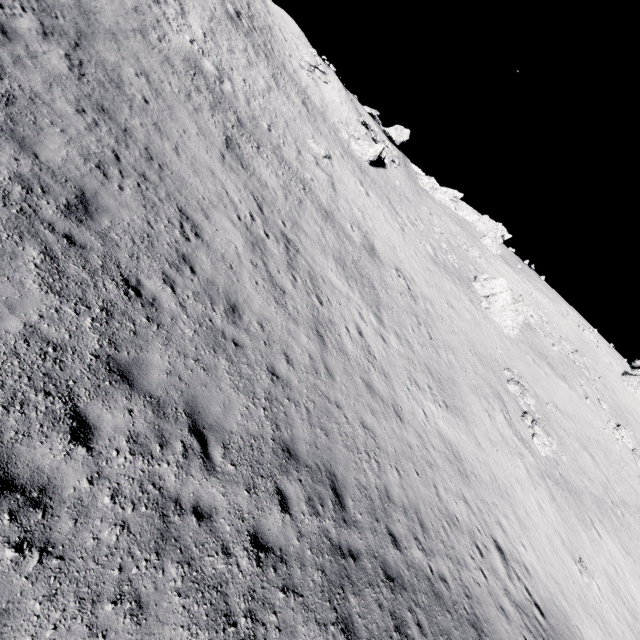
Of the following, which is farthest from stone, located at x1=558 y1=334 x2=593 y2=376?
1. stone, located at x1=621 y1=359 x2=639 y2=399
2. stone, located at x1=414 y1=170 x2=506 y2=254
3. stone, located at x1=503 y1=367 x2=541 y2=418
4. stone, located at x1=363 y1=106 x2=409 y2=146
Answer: stone, located at x1=363 y1=106 x2=409 y2=146

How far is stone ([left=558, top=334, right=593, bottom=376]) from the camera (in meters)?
36.18

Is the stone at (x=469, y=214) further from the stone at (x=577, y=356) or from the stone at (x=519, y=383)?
the stone at (x=519, y=383)

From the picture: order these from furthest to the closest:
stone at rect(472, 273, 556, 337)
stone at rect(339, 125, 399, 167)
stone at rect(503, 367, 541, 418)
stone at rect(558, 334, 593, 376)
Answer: stone at rect(558, 334, 593, 376) < stone at rect(339, 125, 399, 167) < stone at rect(472, 273, 556, 337) < stone at rect(503, 367, 541, 418)

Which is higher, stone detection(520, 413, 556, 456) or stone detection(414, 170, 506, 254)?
stone detection(414, 170, 506, 254)

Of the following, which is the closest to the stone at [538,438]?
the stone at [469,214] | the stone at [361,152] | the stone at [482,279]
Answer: the stone at [482,279]

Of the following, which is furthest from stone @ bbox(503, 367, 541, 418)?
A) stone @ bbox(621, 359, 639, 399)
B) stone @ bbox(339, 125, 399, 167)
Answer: stone @ bbox(621, 359, 639, 399)

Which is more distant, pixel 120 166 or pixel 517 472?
pixel 517 472
